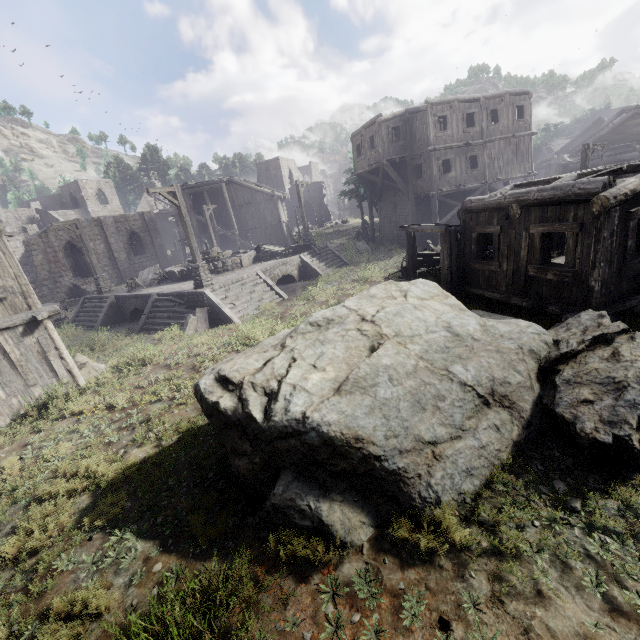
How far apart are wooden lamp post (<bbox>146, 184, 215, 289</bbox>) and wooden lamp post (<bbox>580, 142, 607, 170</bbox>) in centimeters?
1953cm

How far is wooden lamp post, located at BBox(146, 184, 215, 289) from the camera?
14.0m

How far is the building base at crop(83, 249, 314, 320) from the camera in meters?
15.4

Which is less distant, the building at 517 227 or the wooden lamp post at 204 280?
the building at 517 227

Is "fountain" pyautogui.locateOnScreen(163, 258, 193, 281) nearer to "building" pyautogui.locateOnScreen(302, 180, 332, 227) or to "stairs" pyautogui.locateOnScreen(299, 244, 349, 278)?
"stairs" pyautogui.locateOnScreen(299, 244, 349, 278)

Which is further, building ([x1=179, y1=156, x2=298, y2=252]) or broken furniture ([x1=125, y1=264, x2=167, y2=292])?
building ([x1=179, y1=156, x2=298, y2=252])

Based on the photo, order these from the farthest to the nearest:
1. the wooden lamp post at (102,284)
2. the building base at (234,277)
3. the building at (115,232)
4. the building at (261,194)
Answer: the building at (261,194) < the wooden lamp post at (102,284) < the building base at (234,277) < the building at (115,232)

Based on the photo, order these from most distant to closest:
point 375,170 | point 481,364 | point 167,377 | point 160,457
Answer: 1. point 375,170
2. point 167,377
3. point 160,457
4. point 481,364
